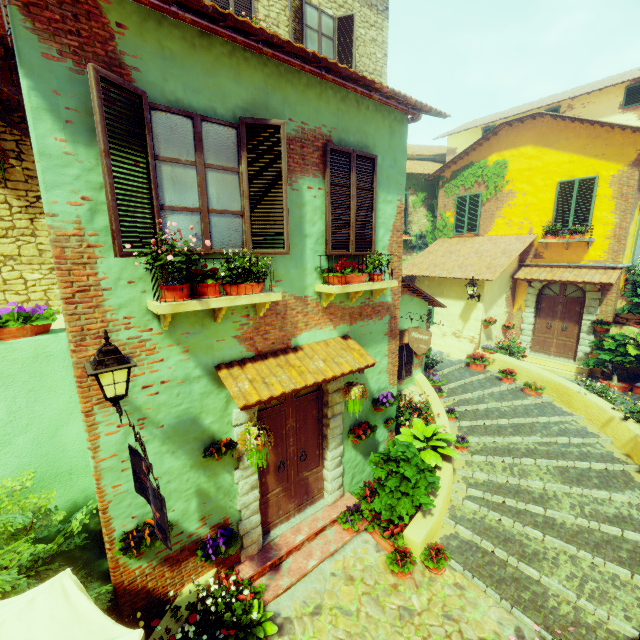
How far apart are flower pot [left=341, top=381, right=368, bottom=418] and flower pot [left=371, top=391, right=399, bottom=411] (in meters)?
0.94

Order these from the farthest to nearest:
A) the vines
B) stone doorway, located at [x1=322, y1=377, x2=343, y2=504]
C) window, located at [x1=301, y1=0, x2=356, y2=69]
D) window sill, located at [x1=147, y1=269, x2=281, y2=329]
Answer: the vines → window, located at [x1=301, y1=0, x2=356, y2=69] → stone doorway, located at [x1=322, y1=377, x2=343, y2=504] → window sill, located at [x1=147, y1=269, x2=281, y2=329]

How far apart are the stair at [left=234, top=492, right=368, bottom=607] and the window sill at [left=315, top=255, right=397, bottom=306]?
3.9m

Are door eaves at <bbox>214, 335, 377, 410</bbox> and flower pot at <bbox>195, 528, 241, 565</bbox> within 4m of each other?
yes

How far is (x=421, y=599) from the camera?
4.88m

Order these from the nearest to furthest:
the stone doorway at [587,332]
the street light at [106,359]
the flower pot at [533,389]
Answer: the street light at [106,359], the flower pot at [533,389], the stone doorway at [587,332]

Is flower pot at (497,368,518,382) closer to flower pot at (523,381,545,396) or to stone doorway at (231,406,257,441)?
flower pot at (523,381,545,396)

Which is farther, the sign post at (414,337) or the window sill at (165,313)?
the sign post at (414,337)
